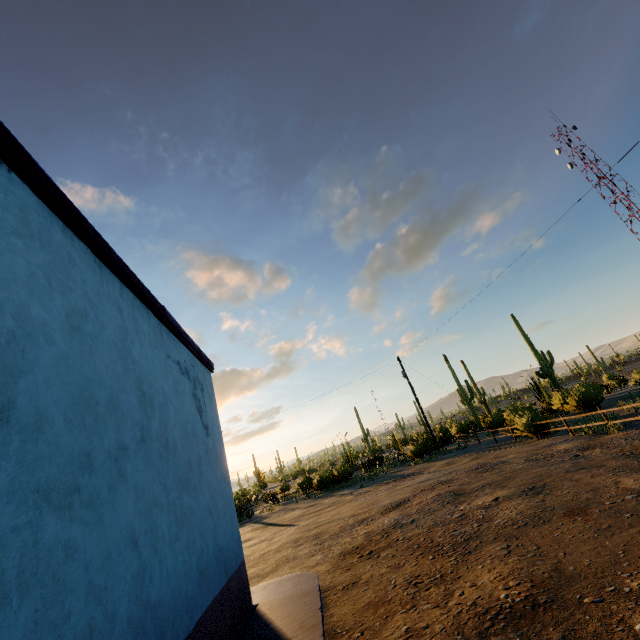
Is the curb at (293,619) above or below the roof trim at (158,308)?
below

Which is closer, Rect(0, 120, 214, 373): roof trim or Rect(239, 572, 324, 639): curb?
Rect(0, 120, 214, 373): roof trim

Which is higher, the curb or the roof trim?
the roof trim

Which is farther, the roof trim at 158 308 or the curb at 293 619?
the curb at 293 619

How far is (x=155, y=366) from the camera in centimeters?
457cm
